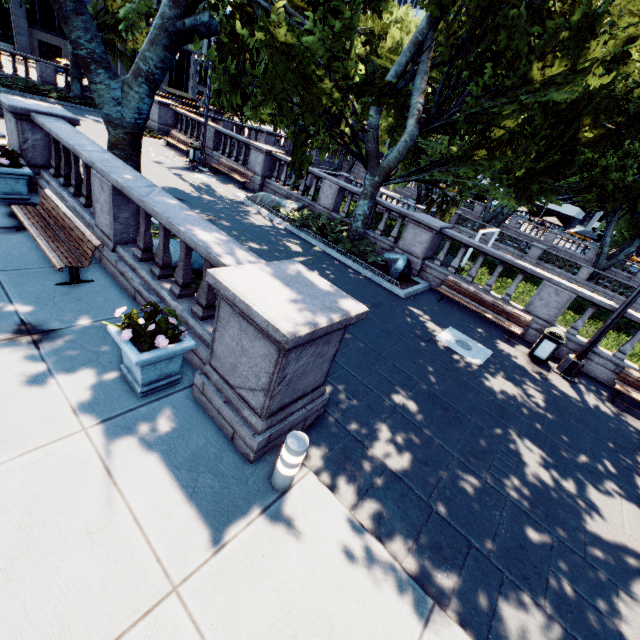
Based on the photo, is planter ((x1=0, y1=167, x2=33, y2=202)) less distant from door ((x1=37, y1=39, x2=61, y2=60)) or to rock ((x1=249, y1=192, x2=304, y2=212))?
rock ((x1=249, y1=192, x2=304, y2=212))

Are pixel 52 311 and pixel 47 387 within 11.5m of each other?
yes

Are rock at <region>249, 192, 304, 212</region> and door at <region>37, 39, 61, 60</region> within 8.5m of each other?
no

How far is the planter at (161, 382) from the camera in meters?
4.0 m

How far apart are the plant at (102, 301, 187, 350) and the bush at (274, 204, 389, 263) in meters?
8.4

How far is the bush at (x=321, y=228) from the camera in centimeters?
1259cm

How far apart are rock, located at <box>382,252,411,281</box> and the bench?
9.2 meters

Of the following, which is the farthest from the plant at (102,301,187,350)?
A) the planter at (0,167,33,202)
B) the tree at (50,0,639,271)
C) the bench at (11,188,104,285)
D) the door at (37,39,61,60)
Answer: the door at (37,39,61,60)
